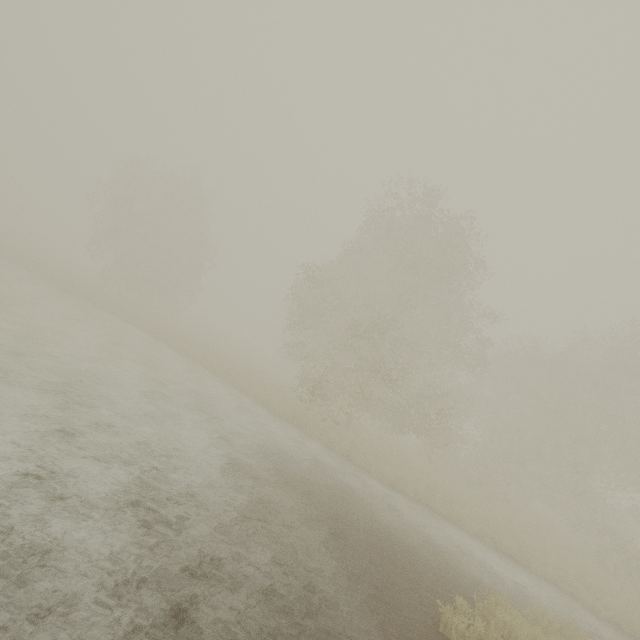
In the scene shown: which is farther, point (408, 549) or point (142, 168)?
point (142, 168)
